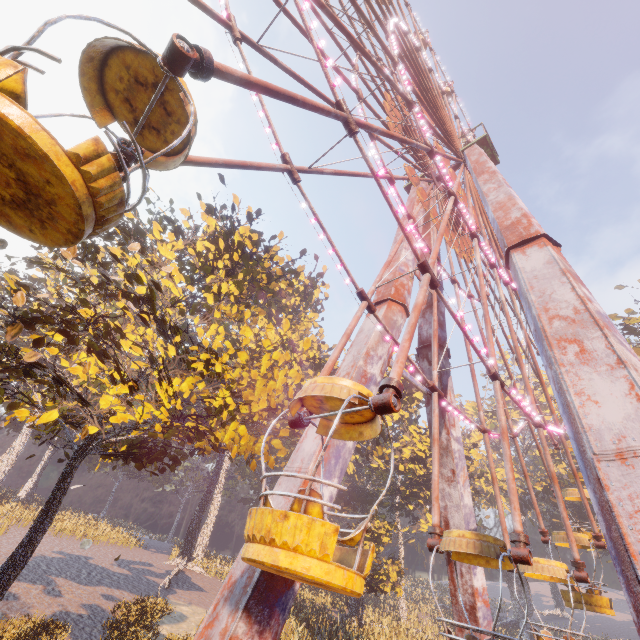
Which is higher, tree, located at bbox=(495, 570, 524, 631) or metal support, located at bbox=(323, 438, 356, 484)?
metal support, located at bbox=(323, 438, 356, 484)

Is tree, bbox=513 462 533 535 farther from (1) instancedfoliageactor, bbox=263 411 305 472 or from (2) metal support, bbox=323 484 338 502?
(1) instancedfoliageactor, bbox=263 411 305 472

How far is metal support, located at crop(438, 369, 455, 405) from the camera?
15.80m

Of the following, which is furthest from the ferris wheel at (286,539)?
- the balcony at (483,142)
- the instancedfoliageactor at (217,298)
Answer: the instancedfoliageactor at (217,298)

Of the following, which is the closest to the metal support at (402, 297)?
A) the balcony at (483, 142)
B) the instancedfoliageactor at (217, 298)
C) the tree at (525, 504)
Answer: the balcony at (483, 142)

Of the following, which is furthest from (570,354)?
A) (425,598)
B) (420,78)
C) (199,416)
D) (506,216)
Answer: (425,598)
